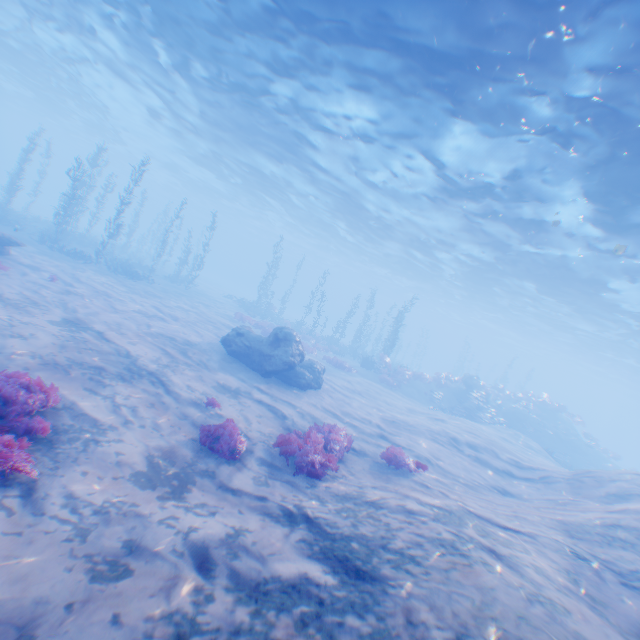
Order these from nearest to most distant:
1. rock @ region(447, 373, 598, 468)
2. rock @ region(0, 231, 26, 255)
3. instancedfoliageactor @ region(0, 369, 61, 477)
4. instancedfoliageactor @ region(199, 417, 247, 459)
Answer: instancedfoliageactor @ region(0, 369, 61, 477) < instancedfoliageactor @ region(199, 417, 247, 459) < rock @ region(0, 231, 26, 255) < rock @ region(447, 373, 598, 468)

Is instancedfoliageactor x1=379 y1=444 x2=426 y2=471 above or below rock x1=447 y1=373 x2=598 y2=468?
below

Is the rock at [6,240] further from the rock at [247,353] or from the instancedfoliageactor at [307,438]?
the instancedfoliageactor at [307,438]

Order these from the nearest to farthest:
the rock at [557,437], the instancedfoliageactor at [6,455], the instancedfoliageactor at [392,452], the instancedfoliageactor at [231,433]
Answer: the instancedfoliageactor at [6,455] < the instancedfoliageactor at [231,433] < the instancedfoliageactor at [392,452] < the rock at [557,437]

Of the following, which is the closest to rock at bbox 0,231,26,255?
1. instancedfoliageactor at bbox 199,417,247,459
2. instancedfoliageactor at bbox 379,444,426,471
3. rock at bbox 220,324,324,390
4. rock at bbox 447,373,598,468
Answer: rock at bbox 220,324,324,390

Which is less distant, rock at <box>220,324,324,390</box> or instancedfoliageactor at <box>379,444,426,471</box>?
instancedfoliageactor at <box>379,444,426,471</box>

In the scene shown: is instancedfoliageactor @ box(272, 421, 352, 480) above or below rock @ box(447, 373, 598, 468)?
below

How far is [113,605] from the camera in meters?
3.2 m
